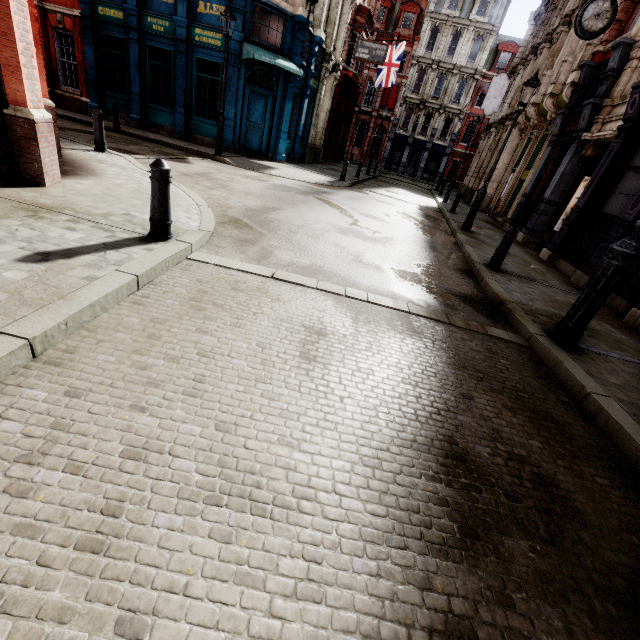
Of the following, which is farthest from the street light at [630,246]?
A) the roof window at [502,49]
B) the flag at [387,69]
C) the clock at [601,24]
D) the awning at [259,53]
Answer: the roof window at [502,49]

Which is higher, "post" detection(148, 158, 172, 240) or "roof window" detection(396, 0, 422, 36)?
"roof window" detection(396, 0, 422, 36)

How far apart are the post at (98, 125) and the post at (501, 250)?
10.2 meters

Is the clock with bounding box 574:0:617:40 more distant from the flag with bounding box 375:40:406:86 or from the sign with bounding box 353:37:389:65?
the flag with bounding box 375:40:406:86

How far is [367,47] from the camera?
20.2m

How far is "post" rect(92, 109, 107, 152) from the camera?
8.02m

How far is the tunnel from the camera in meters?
10.6

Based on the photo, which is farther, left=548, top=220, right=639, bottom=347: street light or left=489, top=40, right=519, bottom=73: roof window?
left=489, top=40, right=519, bottom=73: roof window
